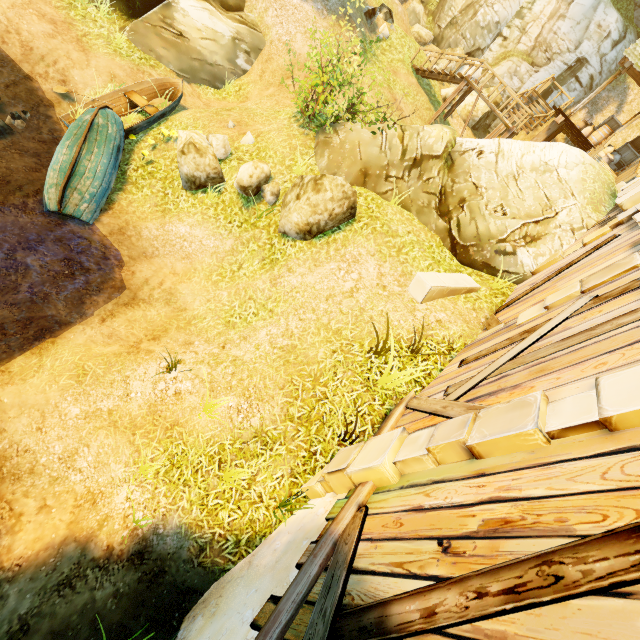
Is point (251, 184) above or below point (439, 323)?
below

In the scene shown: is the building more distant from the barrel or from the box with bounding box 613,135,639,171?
the barrel

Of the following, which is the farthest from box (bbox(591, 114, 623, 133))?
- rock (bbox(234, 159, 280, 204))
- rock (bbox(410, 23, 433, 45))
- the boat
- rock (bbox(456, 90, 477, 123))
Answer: the boat

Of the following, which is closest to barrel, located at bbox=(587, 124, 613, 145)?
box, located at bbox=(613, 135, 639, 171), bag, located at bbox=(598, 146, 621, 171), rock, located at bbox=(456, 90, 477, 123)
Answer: bag, located at bbox=(598, 146, 621, 171)

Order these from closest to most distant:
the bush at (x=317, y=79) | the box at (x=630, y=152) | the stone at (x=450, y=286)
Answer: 1. the stone at (x=450, y=286)
2. the bush at (x=317, y=79)
3. the box at (x=630, y=152)

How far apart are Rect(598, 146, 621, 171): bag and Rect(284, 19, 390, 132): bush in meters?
14.6

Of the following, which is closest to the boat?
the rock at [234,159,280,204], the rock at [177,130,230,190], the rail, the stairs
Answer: the rock at [177,130,230,190]

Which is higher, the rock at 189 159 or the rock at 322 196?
the rock at 322 196
